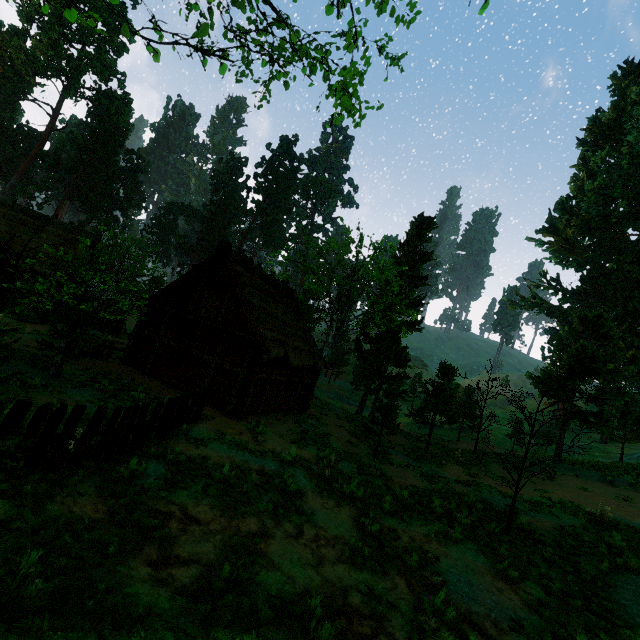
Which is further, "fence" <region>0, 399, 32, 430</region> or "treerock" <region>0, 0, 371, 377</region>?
"treerock" <region>0, 0, 371, 377</region>

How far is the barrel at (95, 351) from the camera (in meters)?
16.53

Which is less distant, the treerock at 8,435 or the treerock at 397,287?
the treerock at 8,435

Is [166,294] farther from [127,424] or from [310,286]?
[127,424]

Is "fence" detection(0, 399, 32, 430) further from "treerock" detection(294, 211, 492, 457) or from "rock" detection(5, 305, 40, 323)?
"rock" detection(5, 305, 40, 323)

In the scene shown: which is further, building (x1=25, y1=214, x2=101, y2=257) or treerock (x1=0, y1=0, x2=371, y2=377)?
building (x1=25, y1=214, x2=101, y2=257)

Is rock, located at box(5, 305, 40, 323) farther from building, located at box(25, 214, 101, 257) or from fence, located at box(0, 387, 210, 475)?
fence, located at box(0, 387, 210, 475)

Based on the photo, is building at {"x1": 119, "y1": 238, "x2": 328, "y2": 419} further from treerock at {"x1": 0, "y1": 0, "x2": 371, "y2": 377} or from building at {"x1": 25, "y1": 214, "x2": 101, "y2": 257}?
building at {"x1": 25, "y1": 214, "x2": 101, "y2": 257}
